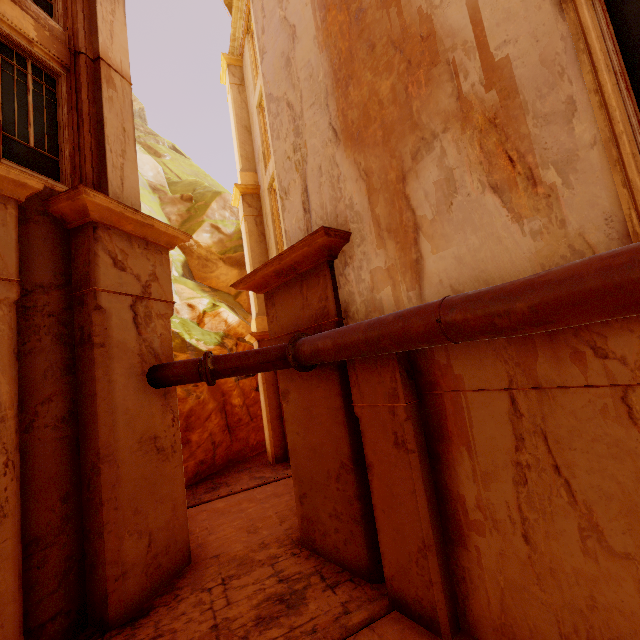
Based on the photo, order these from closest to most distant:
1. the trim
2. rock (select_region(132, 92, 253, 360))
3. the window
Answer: the window → the trim → rock (select_region(132, 92, 253, 360))

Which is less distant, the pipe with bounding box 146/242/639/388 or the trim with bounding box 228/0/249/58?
the pipe with bounding box 146/242/639/388

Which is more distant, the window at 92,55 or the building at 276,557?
the window at 92,55

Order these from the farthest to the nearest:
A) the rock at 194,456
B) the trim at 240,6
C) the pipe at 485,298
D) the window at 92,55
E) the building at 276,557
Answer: the trim at 240,6 → the rock at 194,456 → the window at 92,55 → the building at 276,557 → the pipe at 485,298

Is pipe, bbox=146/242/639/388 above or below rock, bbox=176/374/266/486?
above

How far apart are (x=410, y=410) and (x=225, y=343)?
14.0m

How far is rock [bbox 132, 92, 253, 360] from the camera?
16.45m

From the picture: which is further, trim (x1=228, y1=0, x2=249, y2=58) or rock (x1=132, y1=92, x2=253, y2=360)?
rock (x1=132, y1=92, x2=253, y2=360)
